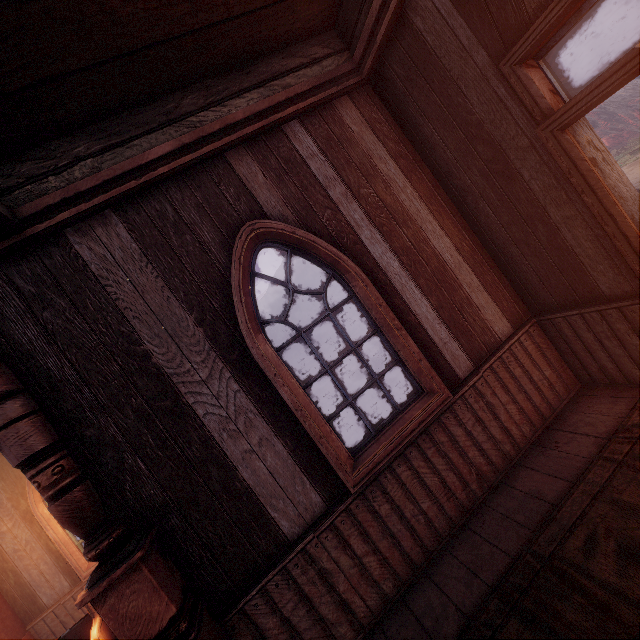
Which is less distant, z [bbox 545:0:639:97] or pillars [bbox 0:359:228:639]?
pillars [bbox 0:359:228:639]

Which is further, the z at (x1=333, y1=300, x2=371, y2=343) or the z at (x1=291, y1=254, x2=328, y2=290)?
the z at (x1=291, y1=254, x2=328, y2=290)

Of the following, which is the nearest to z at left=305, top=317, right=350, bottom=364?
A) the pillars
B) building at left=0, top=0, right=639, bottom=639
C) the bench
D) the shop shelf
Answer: building at left=0, top=0, right=639, bottom=639

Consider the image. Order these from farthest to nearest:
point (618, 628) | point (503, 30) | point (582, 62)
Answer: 1. point (582, 62)
2. point (503, 30)
3. point (618, 628)

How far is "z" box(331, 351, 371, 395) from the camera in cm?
1194

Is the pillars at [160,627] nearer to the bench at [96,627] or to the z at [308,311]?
the bench at [96,627]

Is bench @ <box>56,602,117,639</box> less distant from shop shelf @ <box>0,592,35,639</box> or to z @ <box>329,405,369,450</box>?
shop shelf @ <box>0,592,35,639</box>
